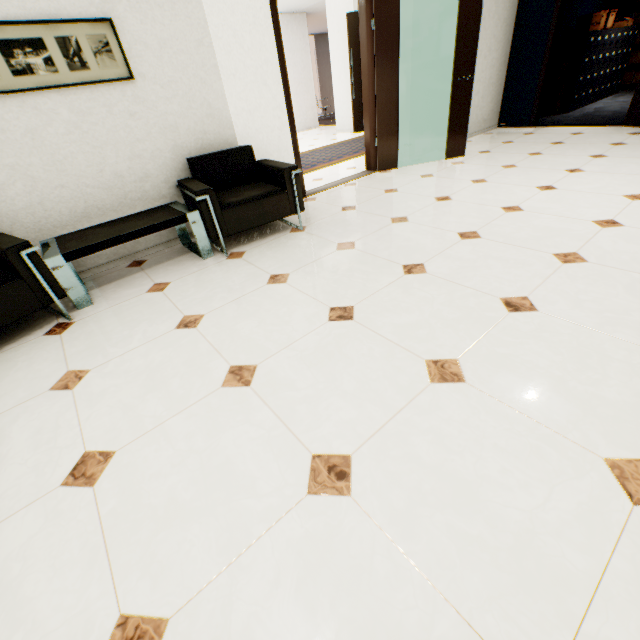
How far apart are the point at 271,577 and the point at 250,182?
3.44m

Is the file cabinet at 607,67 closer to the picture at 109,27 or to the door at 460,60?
the door at 460,60

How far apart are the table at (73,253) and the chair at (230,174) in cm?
8

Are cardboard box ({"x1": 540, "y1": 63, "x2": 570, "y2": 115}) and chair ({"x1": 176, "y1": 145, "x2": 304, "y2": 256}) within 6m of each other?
no

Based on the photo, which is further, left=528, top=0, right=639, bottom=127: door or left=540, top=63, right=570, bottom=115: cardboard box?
left=540, top=63, right=570, bottom=115: cardboard box

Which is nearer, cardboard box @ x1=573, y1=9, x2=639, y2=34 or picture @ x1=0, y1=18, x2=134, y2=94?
picture @ x1=0, y1=18, x2=134, y2=94

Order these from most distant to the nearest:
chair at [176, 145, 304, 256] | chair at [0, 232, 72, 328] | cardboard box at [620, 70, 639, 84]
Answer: cardboard box at [620, 70, 639, 84] → chair at [176, 145, 304, 256] → chair at [0, 232, 72, 328]

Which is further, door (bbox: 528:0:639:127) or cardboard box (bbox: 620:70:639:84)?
cardboard box (bbox: 620:70:639:84)
